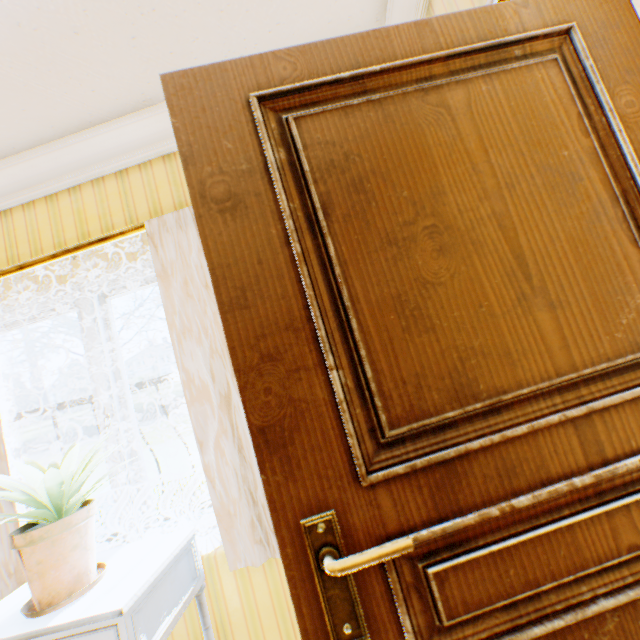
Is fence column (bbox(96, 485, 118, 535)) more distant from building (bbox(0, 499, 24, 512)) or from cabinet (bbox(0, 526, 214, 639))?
cabinet (bbox(0, 526, 214, 639))

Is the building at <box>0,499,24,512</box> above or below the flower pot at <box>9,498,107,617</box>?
above

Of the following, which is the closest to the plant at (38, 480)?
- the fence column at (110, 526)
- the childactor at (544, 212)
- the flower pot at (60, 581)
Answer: the flower pot at (60, 581)

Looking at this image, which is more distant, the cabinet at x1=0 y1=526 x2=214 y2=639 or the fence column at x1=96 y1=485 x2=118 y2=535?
the fence column at x1=96 y1=485 x2=118 y2=535

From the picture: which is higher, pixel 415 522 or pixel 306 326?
pixel 306 326

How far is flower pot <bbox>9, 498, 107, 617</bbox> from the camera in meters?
1.2 m

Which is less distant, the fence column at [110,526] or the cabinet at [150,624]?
the cabinet at [150,624]

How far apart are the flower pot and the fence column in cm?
1872
